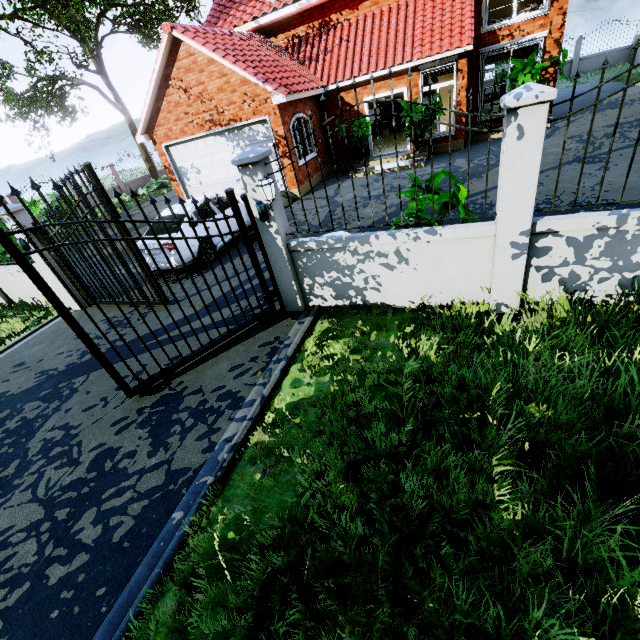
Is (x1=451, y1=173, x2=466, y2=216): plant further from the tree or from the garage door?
the garage door

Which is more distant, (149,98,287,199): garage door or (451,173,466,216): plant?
(149,98,287,199): garage door

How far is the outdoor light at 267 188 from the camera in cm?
441

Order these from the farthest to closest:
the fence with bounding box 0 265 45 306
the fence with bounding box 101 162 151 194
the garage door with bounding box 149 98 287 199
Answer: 1. the fence with bounding box 101 162 151 194
2. the garage door with bounding box 149 98 287 199
3. the fence with bounding box 0 265 45 306

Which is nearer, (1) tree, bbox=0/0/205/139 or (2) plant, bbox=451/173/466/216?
(2) plant, bbox=451/173/466/216

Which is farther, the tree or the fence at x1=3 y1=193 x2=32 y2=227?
the tree

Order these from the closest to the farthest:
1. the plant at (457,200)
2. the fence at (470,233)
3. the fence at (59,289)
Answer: the fence at (470,233) < the plant at (457,200) < the fence at (59,289)

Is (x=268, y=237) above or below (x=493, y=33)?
below
